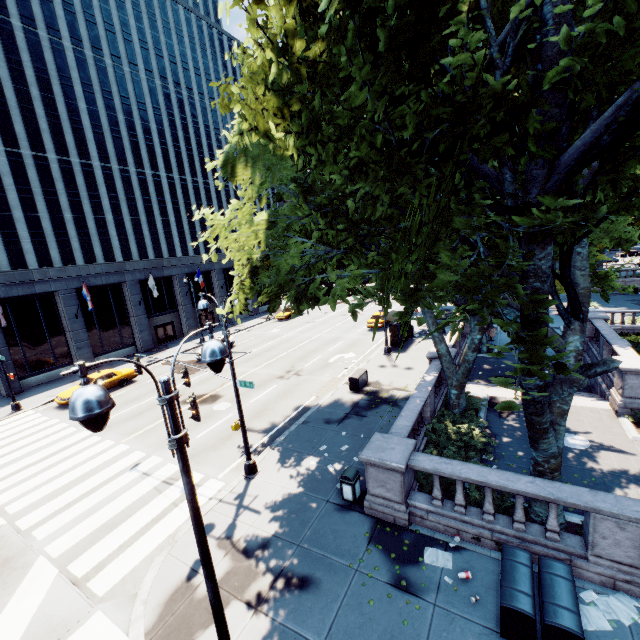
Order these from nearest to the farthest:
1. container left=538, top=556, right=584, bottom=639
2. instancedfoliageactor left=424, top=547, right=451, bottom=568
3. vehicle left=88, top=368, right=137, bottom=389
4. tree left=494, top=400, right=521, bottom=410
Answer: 1. tree left=494, top=400, right=521, bottom=410
2. container left=538, top=556, right=584, bottom=639
3. instancedfoliageactor left=424, top=547, right=451, bottom=568
4. vehicle left=88, top=368, right=137, bottom=389

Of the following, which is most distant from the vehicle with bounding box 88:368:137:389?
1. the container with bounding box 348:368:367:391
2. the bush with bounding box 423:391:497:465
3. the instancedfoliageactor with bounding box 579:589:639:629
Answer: the instancedfoliageactor with bounding box 579:589:639:629

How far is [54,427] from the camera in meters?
19.5 m

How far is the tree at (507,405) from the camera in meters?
4.1

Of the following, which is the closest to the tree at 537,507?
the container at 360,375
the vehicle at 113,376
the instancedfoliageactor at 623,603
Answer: the instancedfoliageactor at 623,603

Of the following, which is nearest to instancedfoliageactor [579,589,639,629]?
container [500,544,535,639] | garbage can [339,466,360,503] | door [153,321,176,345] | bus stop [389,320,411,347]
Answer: container [500,544,535,639]

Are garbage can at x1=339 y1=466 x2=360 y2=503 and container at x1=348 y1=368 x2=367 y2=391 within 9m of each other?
yes

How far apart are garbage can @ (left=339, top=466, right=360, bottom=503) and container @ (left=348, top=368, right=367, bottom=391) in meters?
7.9 m
